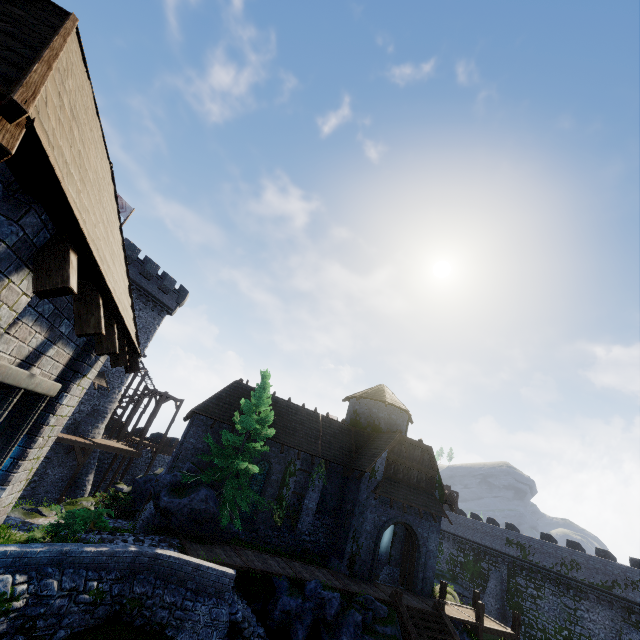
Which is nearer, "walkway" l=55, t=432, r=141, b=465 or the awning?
the awning

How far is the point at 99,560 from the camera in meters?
10.0 m

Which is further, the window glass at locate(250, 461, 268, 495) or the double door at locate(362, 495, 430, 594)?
the window glass at locate(250, 461, 268, 495)

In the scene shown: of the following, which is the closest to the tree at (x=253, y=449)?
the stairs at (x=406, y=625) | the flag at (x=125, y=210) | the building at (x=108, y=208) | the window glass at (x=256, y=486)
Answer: the window glass at (x=256, y=486)

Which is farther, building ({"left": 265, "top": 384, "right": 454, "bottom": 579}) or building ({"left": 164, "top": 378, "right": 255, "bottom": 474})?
building ({"left": 265, "top": 384, "right": 454, "bottom": 579})

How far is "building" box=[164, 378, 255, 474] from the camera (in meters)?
20.38

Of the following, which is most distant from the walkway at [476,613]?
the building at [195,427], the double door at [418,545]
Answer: → the double door at [418,545]

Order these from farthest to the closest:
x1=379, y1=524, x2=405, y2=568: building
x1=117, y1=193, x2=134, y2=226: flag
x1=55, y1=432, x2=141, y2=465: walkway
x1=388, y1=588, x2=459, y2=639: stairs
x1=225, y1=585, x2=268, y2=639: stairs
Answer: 1. x1=117, y1=193, x2=134, y2=226: flag
2. x1=55, y1=432, x2=141, y2=465: walkway
3. x1=379, y1=524, x2=405, y2=568: building
4. x1=388, y1=588, x2=459, y2=639: stairs
5. x1=225, y1=585, x2=268, y2=639: stairs
